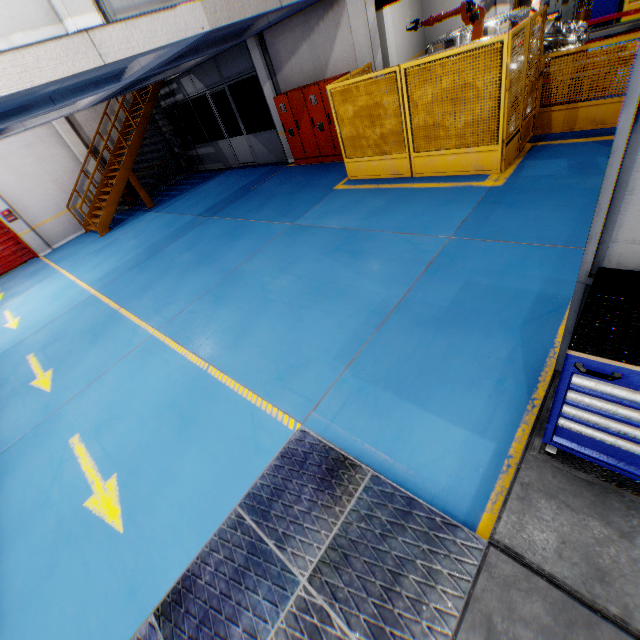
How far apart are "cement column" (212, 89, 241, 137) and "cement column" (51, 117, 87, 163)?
7.14m

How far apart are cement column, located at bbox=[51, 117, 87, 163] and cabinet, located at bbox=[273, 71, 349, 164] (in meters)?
9.17

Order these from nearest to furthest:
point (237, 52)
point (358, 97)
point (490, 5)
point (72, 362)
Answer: point (72, 362)
point (358, 97)
point (237, 52)
point (490, 5)

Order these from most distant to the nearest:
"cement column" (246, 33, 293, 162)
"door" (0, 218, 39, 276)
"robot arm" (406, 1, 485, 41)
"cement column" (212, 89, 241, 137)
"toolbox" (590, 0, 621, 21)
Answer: "cement column" (212, 89, 241, 137) → "door" (0, 218, 39, 276) → "toolbox" (590, 0, 621, 21) → "cement column" (246, 33, 293, 162) → "robot arm" (406, 1, 485, 41)

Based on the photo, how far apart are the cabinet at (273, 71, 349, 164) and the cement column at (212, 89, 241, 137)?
8.9m

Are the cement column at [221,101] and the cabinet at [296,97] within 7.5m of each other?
no

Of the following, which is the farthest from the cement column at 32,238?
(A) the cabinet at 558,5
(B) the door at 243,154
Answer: (A) the cabinet at 558,5

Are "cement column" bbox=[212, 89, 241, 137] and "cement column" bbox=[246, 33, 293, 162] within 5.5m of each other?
no
